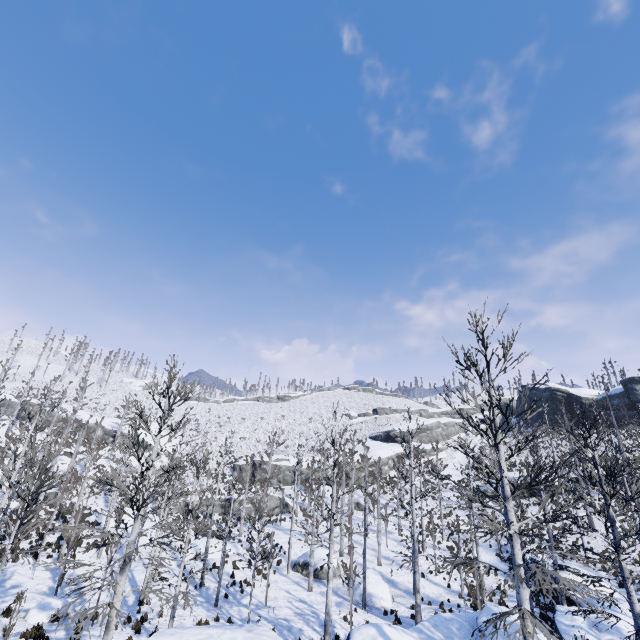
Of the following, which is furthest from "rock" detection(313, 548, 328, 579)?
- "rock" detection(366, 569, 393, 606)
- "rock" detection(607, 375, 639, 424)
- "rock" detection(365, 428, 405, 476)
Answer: "rock" detection(607, 375, 639, 424)

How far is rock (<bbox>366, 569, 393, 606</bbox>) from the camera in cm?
→ 2114

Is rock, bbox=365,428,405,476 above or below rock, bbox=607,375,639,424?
below

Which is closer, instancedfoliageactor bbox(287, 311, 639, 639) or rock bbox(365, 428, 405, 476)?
instancedfoliageactor bbox(287, 311, 639, 639)

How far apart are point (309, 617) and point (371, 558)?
13.32m

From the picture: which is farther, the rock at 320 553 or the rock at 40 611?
the rock at 320 553

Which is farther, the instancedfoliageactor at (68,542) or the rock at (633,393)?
the rock at (633,393)

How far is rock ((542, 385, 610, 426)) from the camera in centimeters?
5191cm
